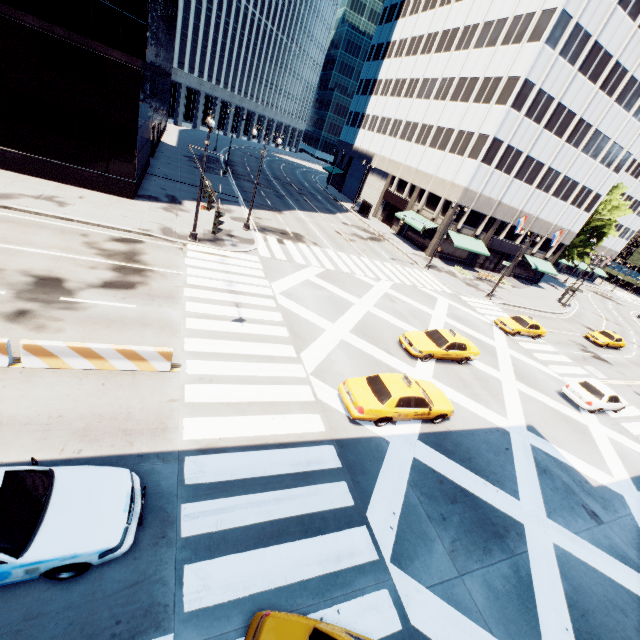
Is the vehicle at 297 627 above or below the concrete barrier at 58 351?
above

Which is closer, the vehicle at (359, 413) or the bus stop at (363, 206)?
the vehicle at (359, 413)

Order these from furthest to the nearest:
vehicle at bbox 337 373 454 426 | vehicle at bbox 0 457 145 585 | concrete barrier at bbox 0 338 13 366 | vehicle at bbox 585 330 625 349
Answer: vehicle at bbox 585 330 625 349, vehicle at bbox 337 373 454 426, concrete barrier at bbox 0 338 13 366, vehicle at bbox 0 457 145 585

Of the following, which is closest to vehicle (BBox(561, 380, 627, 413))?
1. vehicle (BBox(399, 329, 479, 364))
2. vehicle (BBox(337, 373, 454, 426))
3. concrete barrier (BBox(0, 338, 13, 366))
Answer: vehicle (BBox(399, 329, 479, 364))

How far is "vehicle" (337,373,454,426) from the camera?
11.84m

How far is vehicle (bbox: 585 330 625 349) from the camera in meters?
32.9 m

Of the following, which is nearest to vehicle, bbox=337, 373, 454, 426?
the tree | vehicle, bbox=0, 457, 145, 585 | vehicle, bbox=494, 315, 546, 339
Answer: vehicle, bbox=0, 457, 145, 585

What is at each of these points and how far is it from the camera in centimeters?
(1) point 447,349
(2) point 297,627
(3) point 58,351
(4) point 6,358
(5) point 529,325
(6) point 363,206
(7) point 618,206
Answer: (1) vehicle, 1778cm
(2) vehicle, 584cm
(3) concrete barrier, 959cm
(4) concrete barrier, 920cm
(5) vehicle, 2675cm
(6) bus stop, 5144cm
(7) tree, 5122cm
